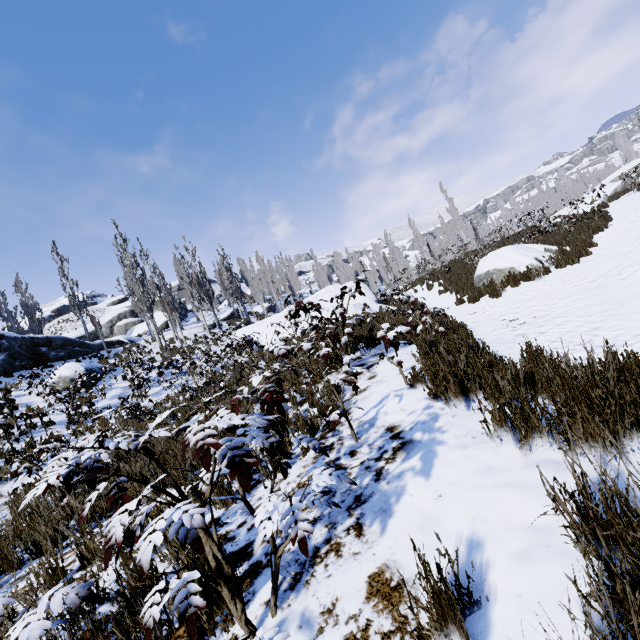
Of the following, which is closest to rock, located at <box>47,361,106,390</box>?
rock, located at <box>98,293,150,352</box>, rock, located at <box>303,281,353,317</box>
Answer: rock, located at <box>303,281,353,317</box>

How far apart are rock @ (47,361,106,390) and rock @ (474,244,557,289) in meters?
18.4

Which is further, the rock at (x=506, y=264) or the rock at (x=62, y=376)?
the rock at (x=62, y=376)

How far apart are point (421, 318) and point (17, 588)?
9.78m

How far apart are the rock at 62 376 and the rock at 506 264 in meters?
18.4

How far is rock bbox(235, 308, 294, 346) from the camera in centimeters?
1862cm

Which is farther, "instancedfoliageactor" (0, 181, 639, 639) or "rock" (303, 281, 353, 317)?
"rock" (303, 281, 353, 317)

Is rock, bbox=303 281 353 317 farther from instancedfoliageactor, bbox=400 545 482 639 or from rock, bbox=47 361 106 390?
instancedfoliageactor, bbox=400 545 482 639
